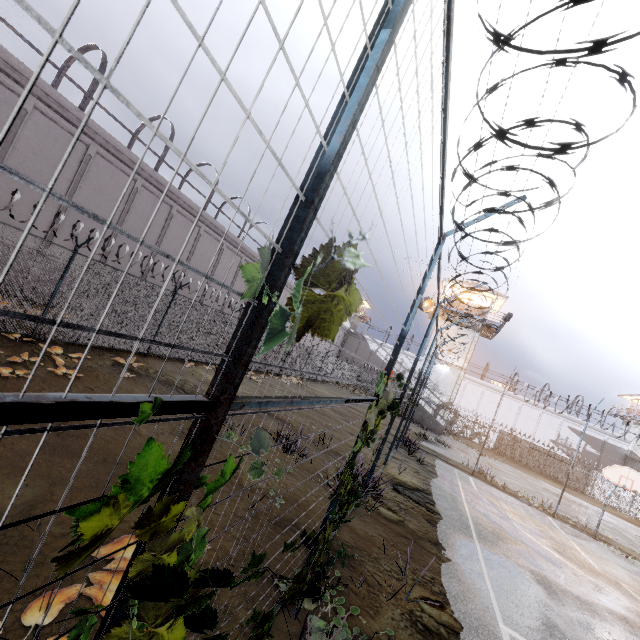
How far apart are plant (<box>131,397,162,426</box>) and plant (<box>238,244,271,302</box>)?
0.3m

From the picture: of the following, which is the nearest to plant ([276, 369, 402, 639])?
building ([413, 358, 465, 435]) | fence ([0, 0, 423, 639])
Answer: fence ([0, 0, 423, 639])

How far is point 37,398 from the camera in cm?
72

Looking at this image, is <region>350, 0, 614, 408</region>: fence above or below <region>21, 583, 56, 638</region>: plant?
above

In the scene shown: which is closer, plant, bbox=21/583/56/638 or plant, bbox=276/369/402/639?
plant, bbox=21/583/56/638

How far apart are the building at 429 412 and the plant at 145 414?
32.5 meters

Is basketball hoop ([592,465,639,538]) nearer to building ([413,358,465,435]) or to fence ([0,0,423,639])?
fence ([0,0,423,639])

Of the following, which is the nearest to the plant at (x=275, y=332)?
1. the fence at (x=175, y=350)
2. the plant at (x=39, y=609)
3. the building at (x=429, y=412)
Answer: the fence at (x=175, y=350)
